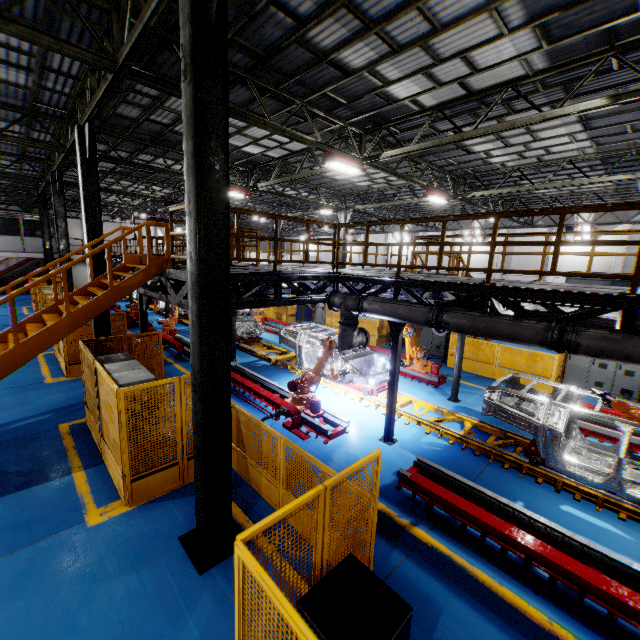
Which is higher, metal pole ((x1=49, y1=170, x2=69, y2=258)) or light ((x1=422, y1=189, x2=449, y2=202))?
light ((x1=422, y1=189, x2=449, y2=202))

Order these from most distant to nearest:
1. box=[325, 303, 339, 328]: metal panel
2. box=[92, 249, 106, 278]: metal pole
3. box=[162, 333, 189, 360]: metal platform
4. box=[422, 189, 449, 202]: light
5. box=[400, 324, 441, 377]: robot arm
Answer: box=[325, 303, 339, 328]: metal panel < box=[422, 189, 449, 202]: light < box=[162, 333, 189, 360]: metal platform < box=[400, 324, 441, 377]: robot arm < box=[92, 249, 106, 278]: metal pole

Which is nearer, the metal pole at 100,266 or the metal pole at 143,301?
the metal pole at 143,301

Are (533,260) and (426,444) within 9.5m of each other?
no

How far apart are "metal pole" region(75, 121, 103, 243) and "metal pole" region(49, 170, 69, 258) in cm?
617

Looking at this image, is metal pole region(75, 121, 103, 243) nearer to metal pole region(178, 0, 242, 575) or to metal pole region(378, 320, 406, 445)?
metal pole region(178, 0, 242, 575)

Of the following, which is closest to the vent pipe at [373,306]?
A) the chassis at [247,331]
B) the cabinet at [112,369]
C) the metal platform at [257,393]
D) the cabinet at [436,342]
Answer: the chassis at [247,331]

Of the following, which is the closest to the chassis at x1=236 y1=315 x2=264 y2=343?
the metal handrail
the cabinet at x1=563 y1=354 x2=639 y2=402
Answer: the metal handrail
